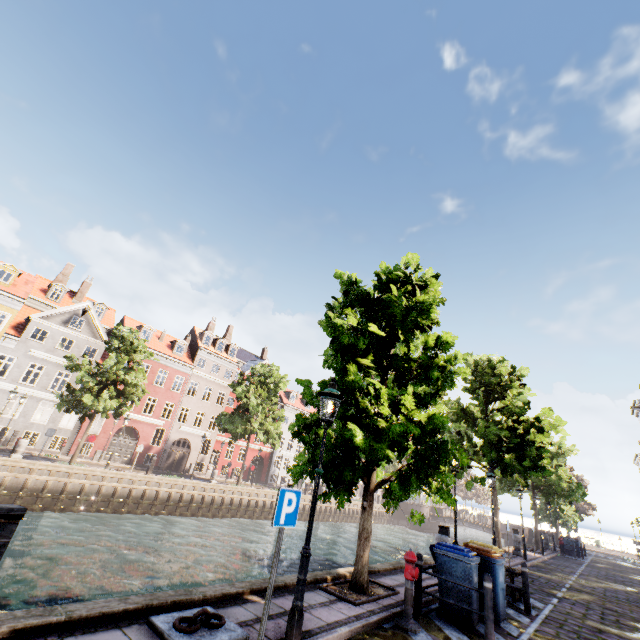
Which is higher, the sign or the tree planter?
the sign

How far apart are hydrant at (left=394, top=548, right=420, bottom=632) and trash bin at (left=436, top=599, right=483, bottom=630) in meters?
1.0

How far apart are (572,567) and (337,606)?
22.4 meters

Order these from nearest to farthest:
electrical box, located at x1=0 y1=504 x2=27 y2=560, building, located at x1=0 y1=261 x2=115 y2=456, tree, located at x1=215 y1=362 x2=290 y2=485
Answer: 1. electrical box, located at x1=0 y1=504 x2=27 y2=560
2. building, located at x1=0 y1=261 x2=115 y2=456
3. tree, located at x1=215 y1=362 x2=290 y2=485

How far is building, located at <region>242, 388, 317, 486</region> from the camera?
43.1m

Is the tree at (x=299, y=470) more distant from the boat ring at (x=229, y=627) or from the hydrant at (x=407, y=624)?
the boat ring at (x=229, y=627)

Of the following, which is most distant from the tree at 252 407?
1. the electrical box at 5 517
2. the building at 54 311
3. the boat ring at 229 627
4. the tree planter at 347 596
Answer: the electrical box at 5 517
